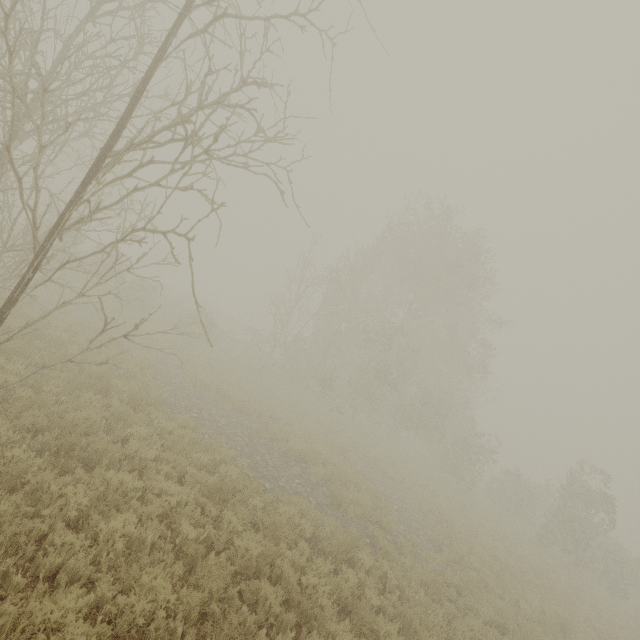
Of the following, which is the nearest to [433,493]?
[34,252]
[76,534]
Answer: [76,534]

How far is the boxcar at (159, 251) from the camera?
55.5 meters

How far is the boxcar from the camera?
55.5 meters
